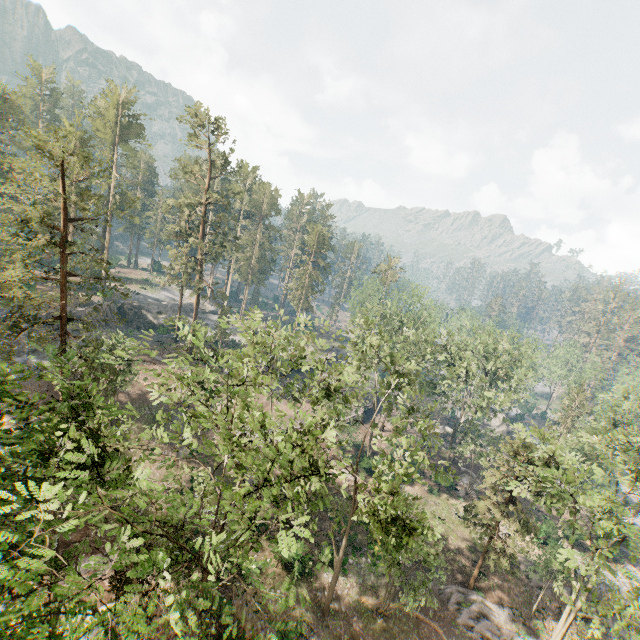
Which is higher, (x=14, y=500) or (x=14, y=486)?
(x=14, y=500)

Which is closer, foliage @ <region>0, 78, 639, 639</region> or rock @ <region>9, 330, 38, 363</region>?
foliage @ <region>0, 78, 639, 639</region>

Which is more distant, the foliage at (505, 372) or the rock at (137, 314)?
the rock at (137, 314)

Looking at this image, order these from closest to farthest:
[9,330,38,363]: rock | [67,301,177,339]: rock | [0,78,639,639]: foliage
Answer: [0,78,639,639]: foliage
[9,330,38,363]: rock
[67,301,177,339]: rock

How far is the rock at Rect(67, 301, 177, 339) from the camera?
44.69m

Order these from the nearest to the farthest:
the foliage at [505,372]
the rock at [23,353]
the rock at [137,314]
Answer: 1. the foliage at [505,372]
2. the rock at [23,353]
3. the rock at [137,314]
